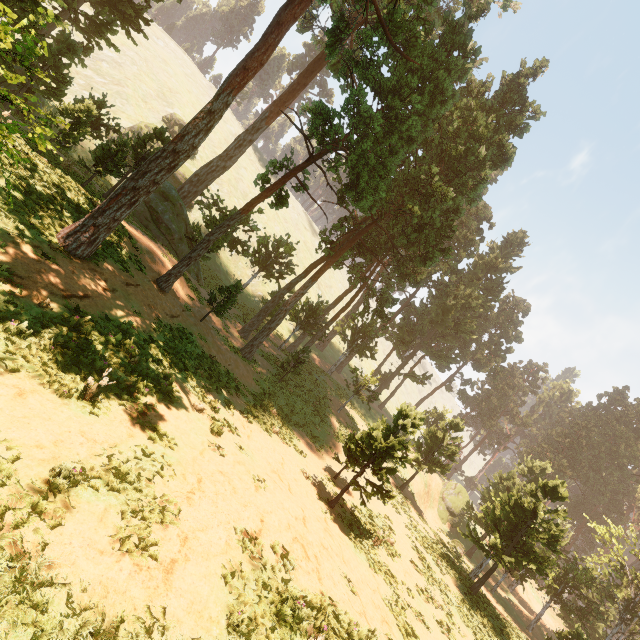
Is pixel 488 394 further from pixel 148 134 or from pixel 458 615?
pixel 148 134

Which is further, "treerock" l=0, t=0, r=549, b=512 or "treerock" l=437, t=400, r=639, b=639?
"treerock" l=437, t=400, r=639, b=639

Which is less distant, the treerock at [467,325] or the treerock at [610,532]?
the treerock at [467,325]
